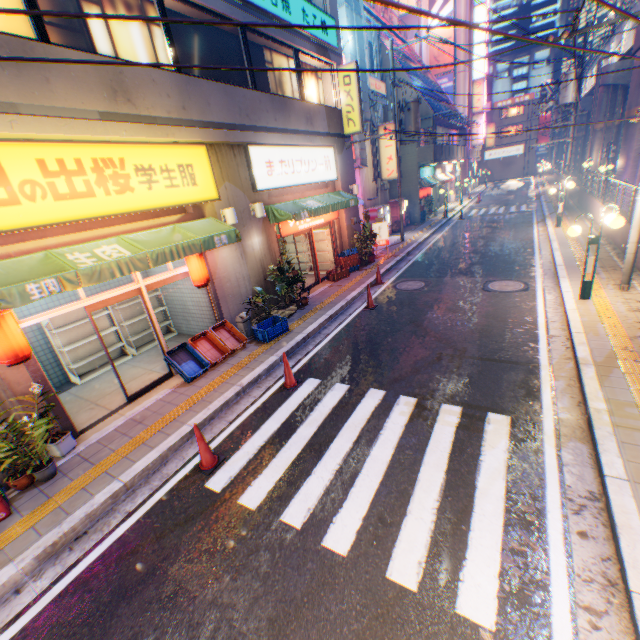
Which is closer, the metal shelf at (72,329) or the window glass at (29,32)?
the window glass at (29,32)

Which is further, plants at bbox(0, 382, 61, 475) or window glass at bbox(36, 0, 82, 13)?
window glass at bbox(36, 0, 82, 13)

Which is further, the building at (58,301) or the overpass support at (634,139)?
the overpass support at (634,139)

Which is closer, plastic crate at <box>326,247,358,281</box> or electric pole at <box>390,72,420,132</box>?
plastic crate at <box>326,247,358,281</box>

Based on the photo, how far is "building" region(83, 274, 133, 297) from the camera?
9.14m

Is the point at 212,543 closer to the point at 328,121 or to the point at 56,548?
the point at 56,548

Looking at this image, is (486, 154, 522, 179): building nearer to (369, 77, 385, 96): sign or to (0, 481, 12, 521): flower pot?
(369, 77, 385, 96): sign

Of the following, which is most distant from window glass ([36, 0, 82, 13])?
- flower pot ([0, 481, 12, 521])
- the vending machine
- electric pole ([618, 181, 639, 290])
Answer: the vending machine
